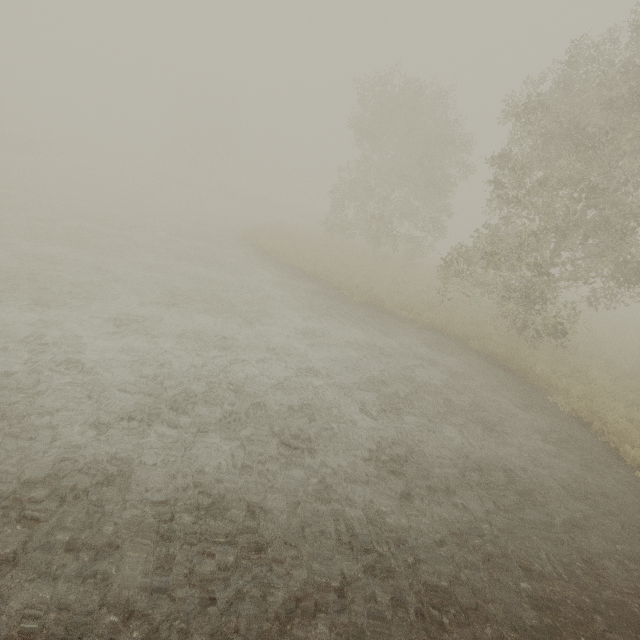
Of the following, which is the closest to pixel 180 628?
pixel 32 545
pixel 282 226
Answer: pixel 32 545
